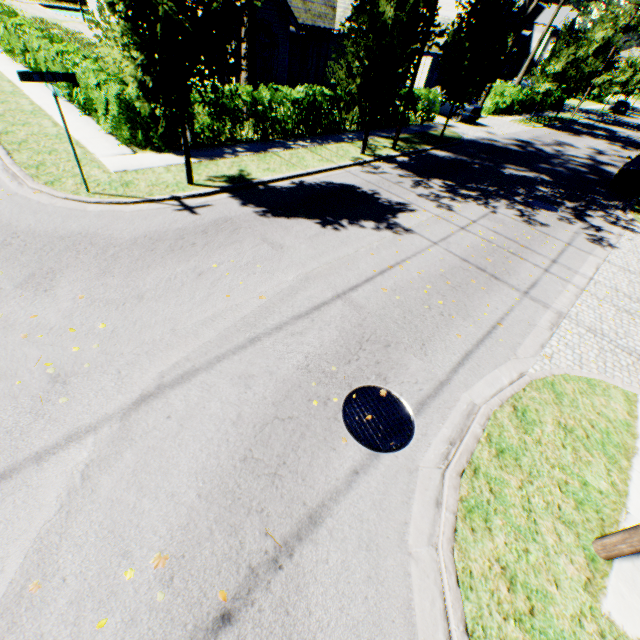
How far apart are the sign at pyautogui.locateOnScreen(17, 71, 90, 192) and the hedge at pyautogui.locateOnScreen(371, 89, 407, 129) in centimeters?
1412cm

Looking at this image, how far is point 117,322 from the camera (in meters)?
5.45

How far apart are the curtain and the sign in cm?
1727

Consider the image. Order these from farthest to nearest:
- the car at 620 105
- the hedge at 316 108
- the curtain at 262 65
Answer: the car at 620 105 → the curtain at 262 65 → the hedge at 316 108

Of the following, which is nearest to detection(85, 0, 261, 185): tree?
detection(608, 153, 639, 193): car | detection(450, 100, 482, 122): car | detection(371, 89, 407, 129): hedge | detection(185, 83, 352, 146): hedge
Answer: detection(608, 153, 639, 193): car

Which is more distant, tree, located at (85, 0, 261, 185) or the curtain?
the curtain

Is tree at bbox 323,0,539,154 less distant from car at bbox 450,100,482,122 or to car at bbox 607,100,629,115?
car at bbox 607,100,629,115

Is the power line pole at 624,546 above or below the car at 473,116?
below
